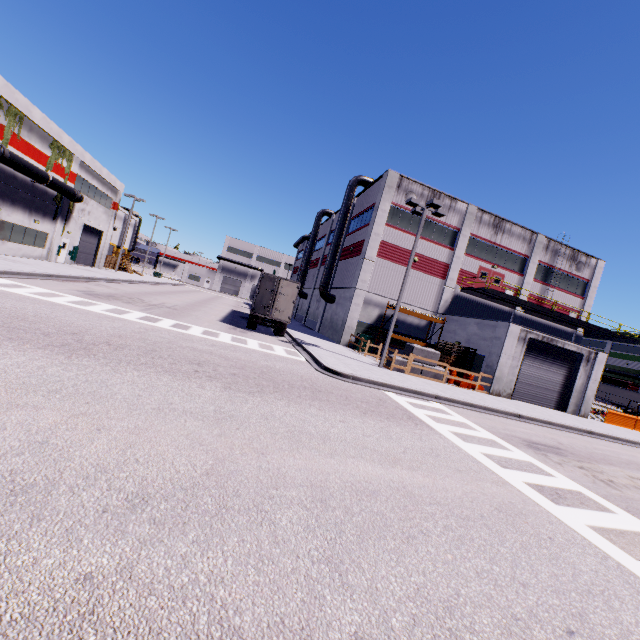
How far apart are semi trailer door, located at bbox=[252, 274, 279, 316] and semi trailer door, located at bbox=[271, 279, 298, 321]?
0.49m

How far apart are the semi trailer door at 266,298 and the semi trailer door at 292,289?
0.5 meters

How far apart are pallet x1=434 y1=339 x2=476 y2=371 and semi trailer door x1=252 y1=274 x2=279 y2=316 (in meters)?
11.64

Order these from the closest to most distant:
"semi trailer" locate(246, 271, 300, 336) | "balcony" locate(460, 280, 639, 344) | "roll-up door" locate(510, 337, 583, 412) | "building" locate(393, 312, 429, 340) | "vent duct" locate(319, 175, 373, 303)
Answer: "semi trailer" locate(246, 271, 300, 336)
"roll-up door" locate(510, 337, 583, 412)
"balcony" locate(460, 280, 639, 344)
"building" locate(393, 312, 429, 340)
"vent duct" locate(319, 175, 373, 303)

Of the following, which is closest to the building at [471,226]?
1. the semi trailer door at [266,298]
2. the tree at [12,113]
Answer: the tree at [12,113]

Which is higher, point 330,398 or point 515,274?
point 515,274

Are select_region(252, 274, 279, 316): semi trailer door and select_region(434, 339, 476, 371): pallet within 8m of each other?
no

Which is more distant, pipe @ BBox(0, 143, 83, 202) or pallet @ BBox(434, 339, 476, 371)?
pallet @ BBox(434, 339, 476, 371)
